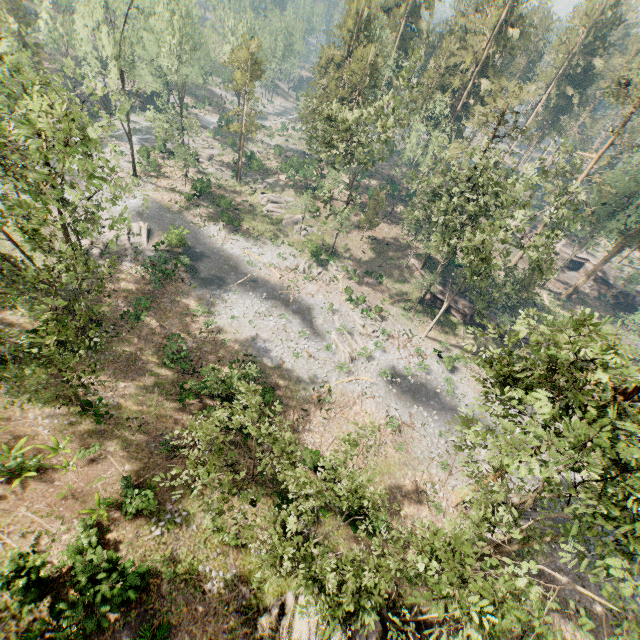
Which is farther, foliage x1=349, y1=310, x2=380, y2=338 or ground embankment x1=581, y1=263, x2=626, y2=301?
ground embankment x1=581, y1=263, x2=626, y2=301

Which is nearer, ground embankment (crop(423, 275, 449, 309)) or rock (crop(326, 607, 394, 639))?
rock (crop(326, 607, 394, 639))

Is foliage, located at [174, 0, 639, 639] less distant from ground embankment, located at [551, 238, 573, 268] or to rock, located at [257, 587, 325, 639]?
rock, located at [257, 587, 325, 639]

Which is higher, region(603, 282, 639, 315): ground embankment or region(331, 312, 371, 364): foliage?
region(603, 282, 639, 315): ground embankment

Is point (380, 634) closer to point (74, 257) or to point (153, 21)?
point (74, 257)

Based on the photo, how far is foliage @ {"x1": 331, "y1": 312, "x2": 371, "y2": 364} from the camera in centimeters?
3246cm

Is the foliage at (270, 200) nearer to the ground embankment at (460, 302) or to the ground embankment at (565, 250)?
the ground embankment at (460, 302)

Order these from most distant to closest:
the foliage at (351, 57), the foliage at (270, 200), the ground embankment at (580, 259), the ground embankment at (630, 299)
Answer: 1. the ground embankment at (580, 259)
2. the ground embankment at (630, 299)
3. the foliage at (270, 200)
4. the foliage at (351, 57)
